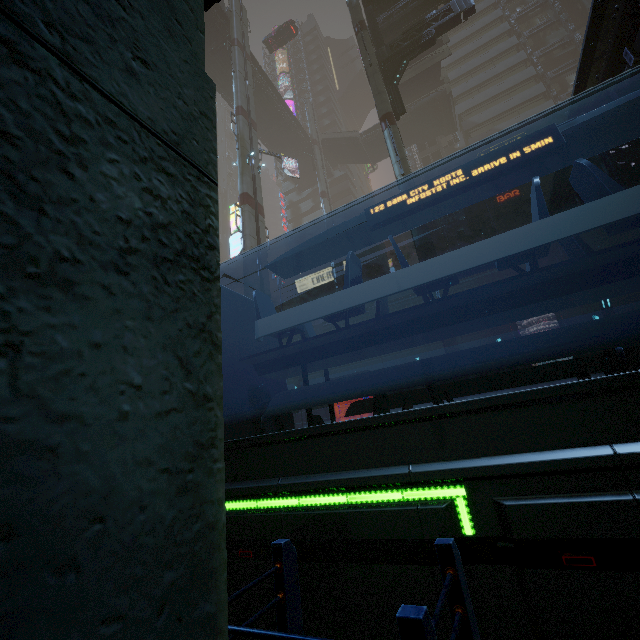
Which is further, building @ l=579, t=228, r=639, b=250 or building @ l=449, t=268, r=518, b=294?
building @ l=449, t=268, r=518, b=294

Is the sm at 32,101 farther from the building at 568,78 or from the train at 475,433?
the train at 475,433

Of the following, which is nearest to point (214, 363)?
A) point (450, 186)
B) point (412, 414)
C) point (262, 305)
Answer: point (412, 414)

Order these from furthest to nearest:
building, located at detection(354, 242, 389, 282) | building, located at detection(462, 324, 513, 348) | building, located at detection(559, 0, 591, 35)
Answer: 1. building, located at detection(354, 242, 389, 282)
2. building, located at detection(559, 0, 591, 35)
3. building, located at detection(462, 324, 513, 348)

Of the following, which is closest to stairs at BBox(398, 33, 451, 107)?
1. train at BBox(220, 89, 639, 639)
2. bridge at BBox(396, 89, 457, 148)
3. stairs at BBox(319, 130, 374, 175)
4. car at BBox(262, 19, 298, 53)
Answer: bridge at BBox(396, 89, 457, 148)

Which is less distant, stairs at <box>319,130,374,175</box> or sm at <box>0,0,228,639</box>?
sm at <box>0,0,228,639</box>

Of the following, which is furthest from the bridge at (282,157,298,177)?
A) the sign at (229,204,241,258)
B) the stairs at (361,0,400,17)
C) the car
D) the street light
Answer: the street light

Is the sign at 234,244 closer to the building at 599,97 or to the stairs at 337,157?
the building at 599,97
